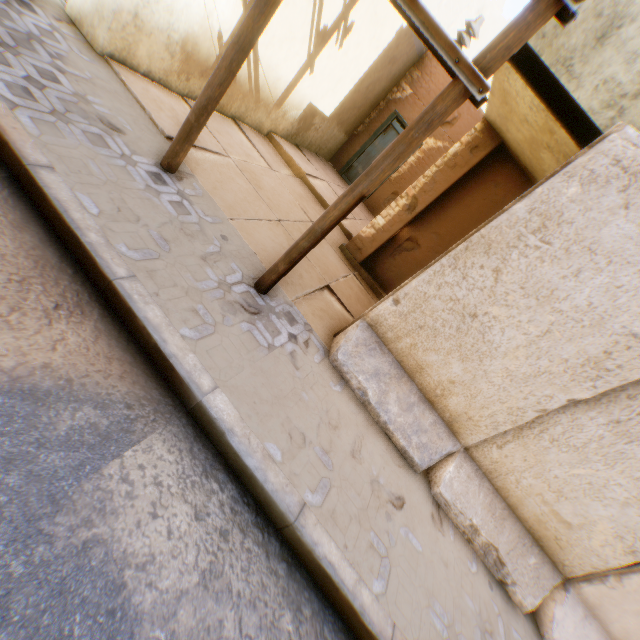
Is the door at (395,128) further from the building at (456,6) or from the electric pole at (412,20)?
the electric pole at (412,20)

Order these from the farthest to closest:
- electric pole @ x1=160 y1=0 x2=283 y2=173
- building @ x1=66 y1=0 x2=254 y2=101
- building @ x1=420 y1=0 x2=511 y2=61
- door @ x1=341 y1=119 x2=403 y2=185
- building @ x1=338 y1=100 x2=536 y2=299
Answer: door @ x1=341 y1=119 x2=403 y2=185
building @ x1=420 y1=0 x2=511 y2=61
building @ x1=338 y1=100 x2=536 y2=299
building @ x1=66 y1=0 x2=254 y2=101
electric pole @ x1=160 y1=0 x2=283 y2=173

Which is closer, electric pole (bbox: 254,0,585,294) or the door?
electric pole (bbox: 254,0,585,294)

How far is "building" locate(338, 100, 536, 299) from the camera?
5.5 meters

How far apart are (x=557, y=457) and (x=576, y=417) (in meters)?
0.53

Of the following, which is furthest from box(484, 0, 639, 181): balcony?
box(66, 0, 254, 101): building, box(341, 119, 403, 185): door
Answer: box(341, 119, 403, 185): door

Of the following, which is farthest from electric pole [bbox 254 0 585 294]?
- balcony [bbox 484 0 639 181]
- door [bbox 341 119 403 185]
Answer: door [bbox 341 119 403 185]

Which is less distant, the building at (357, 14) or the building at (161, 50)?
the building at (161, 50)
